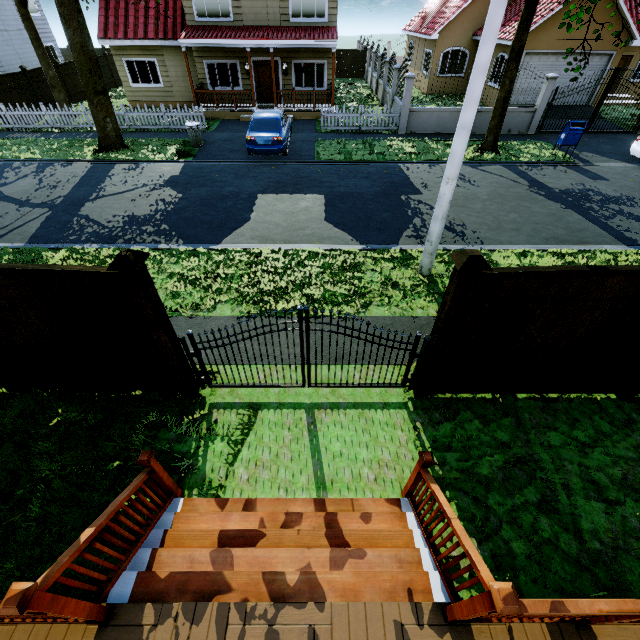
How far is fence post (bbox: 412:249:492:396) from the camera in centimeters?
335cm

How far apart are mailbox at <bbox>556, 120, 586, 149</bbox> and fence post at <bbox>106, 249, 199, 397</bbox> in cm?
1704

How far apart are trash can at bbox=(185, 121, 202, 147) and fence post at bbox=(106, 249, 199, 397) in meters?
13.7

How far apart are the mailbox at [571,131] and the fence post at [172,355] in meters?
17.0

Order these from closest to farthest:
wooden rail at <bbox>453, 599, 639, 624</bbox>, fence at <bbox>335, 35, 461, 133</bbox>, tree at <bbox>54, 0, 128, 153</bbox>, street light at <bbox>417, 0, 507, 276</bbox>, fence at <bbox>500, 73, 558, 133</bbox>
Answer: wooden rail at <bbox>453, 599, 639, 624</bbox>, street light at <bbox>417, 0, 507, 276</bbox>, tree at <bbox>54, 0, 128, 153</bbox>, fence at <bbox>500, 73, 558, 133</bbox>, fence at <bbox>335, 35, 461, 133</bbox>

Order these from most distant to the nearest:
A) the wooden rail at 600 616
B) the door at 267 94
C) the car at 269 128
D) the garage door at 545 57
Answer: the door at 267 94 → the garage door at 545 57 → the car at 269 128 → the wooden rail at 600 616

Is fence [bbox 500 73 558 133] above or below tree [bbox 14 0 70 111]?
below

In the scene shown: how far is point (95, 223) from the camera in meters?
9.7
